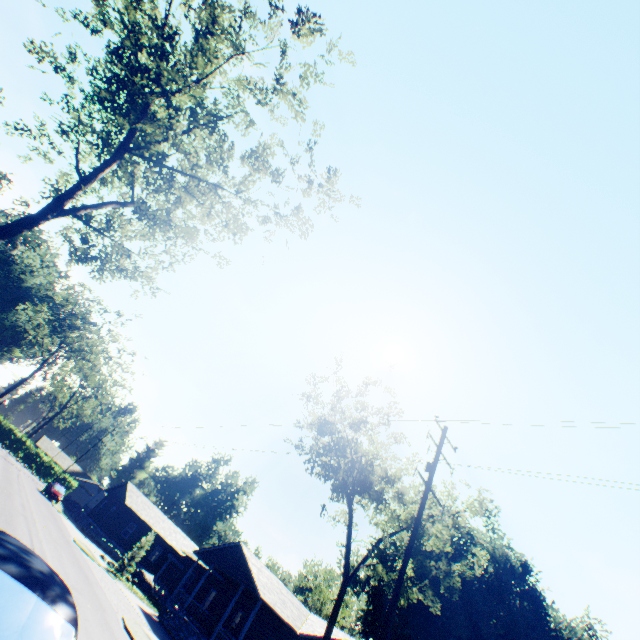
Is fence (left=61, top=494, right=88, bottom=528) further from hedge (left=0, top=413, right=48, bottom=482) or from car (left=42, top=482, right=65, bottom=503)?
hedge (left=0, top=413, right=48, bottom=482)

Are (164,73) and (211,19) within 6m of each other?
yes

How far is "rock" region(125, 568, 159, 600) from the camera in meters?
29.8

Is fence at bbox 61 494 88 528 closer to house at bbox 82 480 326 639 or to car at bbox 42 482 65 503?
car at bbox 42 482 65 503

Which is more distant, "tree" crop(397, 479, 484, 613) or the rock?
the rock

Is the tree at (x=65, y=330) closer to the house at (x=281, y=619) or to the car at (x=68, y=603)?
the house at (x=281, y=619)

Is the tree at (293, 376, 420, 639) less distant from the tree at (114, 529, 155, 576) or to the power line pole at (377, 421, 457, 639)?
the power line pole at (377, 421, 457, 639)

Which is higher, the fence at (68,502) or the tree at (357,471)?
the tree at (357,471)
